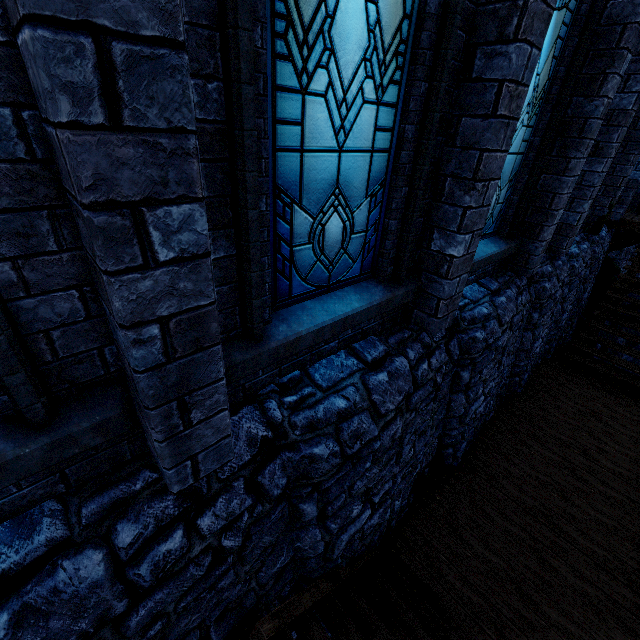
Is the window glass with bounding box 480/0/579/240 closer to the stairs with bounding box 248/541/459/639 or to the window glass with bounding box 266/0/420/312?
the window glass with bounding box 266/0/420/312

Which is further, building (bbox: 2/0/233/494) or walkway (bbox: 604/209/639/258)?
walkway (bbox: 604/209/639/258)

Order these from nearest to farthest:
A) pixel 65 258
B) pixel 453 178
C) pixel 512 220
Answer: pixel 65 258, pixel 453 178, pixel 512 220

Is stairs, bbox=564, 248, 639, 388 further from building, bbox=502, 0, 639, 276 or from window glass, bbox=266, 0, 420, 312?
window glass, bbox=266, 0, 420, 312

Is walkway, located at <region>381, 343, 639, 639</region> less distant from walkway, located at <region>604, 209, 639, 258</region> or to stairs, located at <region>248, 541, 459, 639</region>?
stairs, located at <region>248, 541, 459, 639</region>

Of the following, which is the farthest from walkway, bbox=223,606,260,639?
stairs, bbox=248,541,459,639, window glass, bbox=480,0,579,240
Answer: window glass, bbox=480,0,579,240

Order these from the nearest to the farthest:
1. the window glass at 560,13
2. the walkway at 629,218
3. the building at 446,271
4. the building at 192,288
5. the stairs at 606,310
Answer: the building at 192,288
the building at 446,271
the window glass at 560,13
the stairs at 606,310
the walkway at 629,218

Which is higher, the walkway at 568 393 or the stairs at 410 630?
the stairs at 410 630
